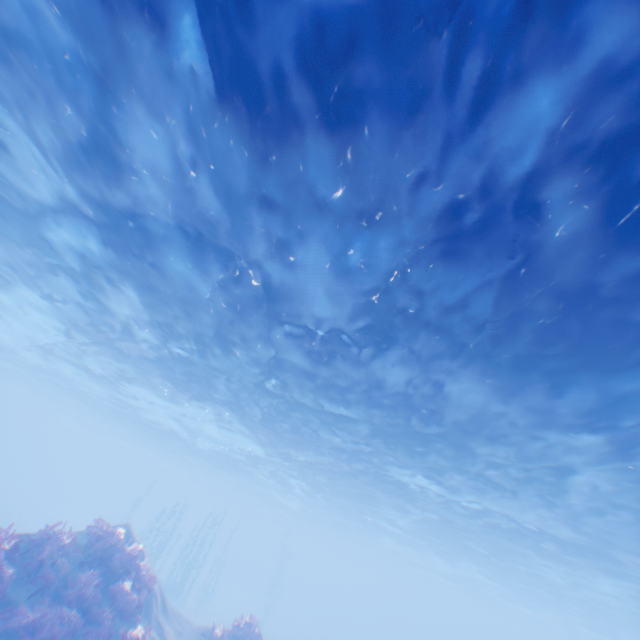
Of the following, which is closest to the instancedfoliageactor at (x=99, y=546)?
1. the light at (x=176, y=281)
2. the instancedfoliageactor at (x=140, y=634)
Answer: the instancedfoliageactor at (x=140, y=634)

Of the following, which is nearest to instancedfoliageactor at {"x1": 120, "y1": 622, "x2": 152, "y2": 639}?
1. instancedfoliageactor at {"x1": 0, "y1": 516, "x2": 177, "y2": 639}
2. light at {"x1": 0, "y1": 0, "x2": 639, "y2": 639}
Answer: instancedfoliageactor at {"x1": 0, "y1": 516, "x2": 177, "y2": 639}

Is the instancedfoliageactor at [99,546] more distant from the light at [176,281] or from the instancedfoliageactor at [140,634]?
the light at [176,281]

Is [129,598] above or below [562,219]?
below

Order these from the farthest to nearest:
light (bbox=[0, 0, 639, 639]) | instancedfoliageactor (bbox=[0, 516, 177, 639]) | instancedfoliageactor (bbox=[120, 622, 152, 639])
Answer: instancedfoliageactor (bbox=[120, 622, 152, 639]) → instancedfoliageactor (bbox=[0, 516, 177, 639]) → light (bbox=[0, 0, 639, 639])

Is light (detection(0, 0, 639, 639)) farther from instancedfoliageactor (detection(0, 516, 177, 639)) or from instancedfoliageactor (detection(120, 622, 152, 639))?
instancedfoliageactor (detection(120, 622, 152, 639))
